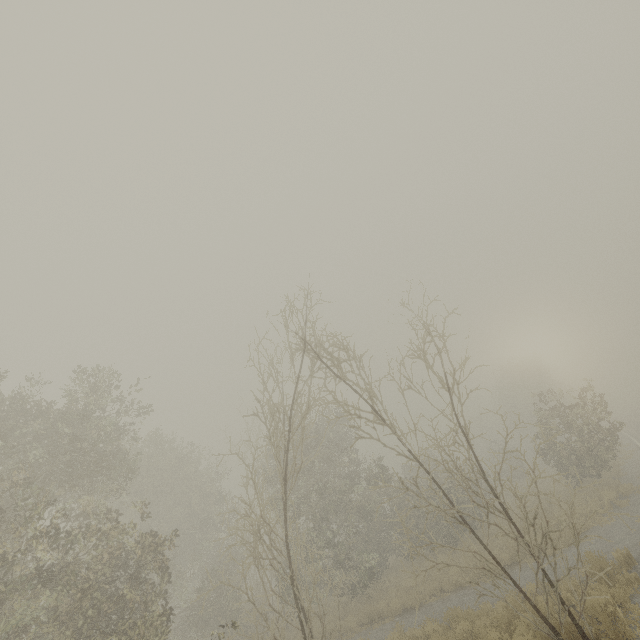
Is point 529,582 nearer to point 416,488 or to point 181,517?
point 416,488
